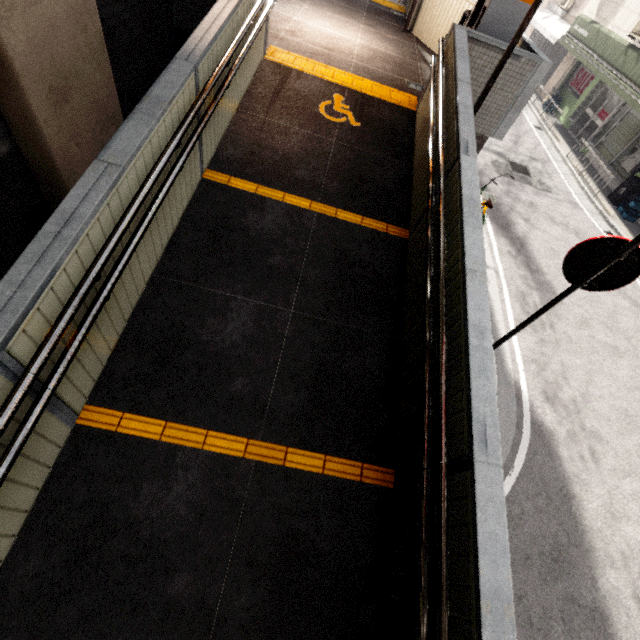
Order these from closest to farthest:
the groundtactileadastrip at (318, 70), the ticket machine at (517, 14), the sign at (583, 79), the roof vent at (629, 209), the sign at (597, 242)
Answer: the sign at (597, 242)
the ticket machine at (517, 14)
the groundtactileadastrip at (318, 70)
the roof vent at (629, 209)
the sign at (583, 79)

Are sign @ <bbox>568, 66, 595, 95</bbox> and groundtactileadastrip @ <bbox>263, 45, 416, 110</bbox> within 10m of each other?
no

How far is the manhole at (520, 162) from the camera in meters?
10.9 m

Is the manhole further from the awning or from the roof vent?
the awning

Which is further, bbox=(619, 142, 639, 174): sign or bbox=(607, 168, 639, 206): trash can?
bbox=(619, 142, 639, 174): sign

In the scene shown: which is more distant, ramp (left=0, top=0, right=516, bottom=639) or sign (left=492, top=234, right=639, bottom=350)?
sign (left=492, top=234, right=639, bottom=350)

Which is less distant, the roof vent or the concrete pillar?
the concrete pillar

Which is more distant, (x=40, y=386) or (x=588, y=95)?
(x=588, y=95)
